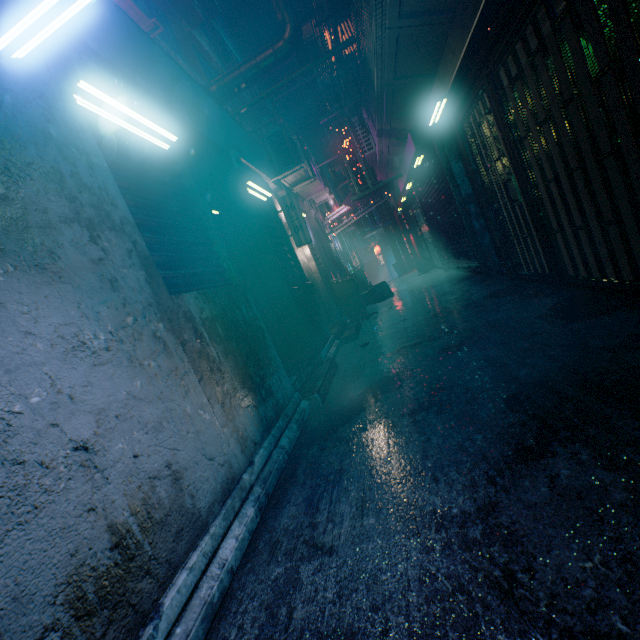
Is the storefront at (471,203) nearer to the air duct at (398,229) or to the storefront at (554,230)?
the storefront at (554,230)

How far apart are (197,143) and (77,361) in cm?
312

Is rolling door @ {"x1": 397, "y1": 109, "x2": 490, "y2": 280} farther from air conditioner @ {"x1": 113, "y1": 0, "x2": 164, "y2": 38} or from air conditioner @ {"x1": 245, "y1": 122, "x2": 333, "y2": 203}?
air conditioner @ {"x1": 113, "y1": 0, "x2": 164, "y2": 38}

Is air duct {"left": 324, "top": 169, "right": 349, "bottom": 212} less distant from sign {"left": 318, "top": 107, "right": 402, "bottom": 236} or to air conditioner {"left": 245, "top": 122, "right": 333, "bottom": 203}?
sign {"left": 318, "top": 107, "right": 402, "bottom": 236}

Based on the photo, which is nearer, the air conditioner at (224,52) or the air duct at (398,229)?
the air conditioner at (224,52)

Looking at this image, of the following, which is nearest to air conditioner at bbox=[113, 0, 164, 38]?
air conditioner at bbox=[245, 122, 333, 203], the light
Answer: air conditioner at bbox=[245, 122, 333, 203]

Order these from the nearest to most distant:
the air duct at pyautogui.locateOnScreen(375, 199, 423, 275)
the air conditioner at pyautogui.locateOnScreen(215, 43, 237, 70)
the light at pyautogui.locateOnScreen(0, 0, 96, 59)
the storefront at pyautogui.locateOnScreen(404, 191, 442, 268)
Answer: the light at pyautogui.locateOnScreen(0, 0, 96, 59) → the storefront at pyautogui.locateOnScreen(404, 191, 442, 268) → the air conditioner at pyautogui.locateOnScreen(215, 43, 237, 70) → the air duct at pyautogui.locateOnScreen(375, 199, 423, 275)

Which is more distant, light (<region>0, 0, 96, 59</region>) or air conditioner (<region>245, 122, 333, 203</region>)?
air conditioner (<region>245, 122, 333, 203</region>)
